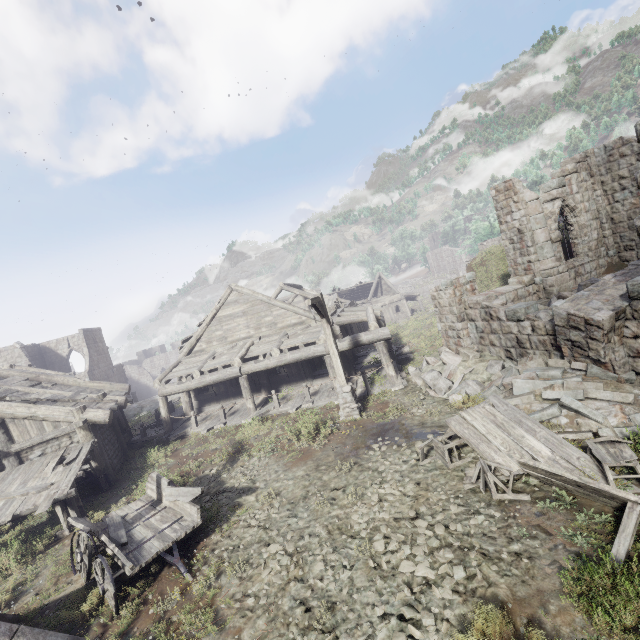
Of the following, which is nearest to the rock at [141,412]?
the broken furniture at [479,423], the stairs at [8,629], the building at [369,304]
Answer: the building at [369,304]

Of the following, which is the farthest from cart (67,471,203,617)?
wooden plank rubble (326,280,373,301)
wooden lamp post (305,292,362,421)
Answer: wooden plank rubble (326,280,373,301)

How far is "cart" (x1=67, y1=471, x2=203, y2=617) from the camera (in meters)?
6.41

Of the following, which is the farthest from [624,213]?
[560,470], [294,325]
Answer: [294,325]

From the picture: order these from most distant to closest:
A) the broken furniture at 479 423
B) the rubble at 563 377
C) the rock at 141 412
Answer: the rock at 141 412, the rubble at 563 377, the broken furniture at 479 423

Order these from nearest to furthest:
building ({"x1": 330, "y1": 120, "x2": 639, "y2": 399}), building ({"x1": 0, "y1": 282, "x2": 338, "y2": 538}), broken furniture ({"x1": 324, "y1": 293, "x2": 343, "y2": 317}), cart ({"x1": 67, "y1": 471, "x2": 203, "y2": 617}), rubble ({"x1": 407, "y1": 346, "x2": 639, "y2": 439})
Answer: cart ({"x1": 67, "y1": 471, "x2": 203, "y2": 617}), rubble ({"x1": 407, "y1": 346, "x2": 639, "y2": 439}), building ({"x1": 330, "y1": 120, "x2": 639, "y2": 399}), building ({"x1": 0, "y1": 282, "x2": 338, "y2": 538}), broken furniture ({"x1": 324, "y1": 293, "x2": 343, "y2": 317})

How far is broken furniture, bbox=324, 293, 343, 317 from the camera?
17.48m

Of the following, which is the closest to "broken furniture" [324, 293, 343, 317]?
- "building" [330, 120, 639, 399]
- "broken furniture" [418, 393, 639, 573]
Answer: "building" [330, 120, 639, 399]
